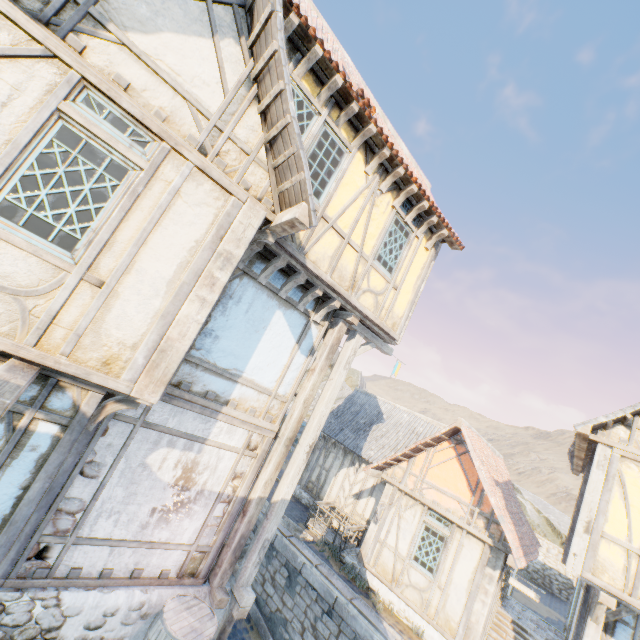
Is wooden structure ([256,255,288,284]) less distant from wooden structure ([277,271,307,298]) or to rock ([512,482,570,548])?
wooden structure ([277,271,307,298])

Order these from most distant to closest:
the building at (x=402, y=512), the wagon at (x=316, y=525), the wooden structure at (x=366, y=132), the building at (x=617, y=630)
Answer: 1. the wagon at (x=316, y=525)
2. the building at (x=402, y=512)
3. the building at (x=617, y=630)
4. the wooden structure at (x=366, y=132)

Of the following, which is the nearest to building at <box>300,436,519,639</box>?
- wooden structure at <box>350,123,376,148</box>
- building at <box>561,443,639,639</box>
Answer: building at <box>561,443,639,639</box>

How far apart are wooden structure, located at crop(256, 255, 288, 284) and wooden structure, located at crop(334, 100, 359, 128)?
2.6 meters

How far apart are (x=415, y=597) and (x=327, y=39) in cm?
1547

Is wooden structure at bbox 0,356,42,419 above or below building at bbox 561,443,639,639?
below

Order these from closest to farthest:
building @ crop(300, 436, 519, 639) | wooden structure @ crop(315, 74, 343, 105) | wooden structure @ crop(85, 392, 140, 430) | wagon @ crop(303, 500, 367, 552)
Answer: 1. wooden structure @ crop(85, 392, 140, 430)
2. wooden structure @ crop(315, 74, 343, 105)
3. building @ crop(300, 436, 519, 639)
4. wagon @ crop(303, 500, 367, 552)

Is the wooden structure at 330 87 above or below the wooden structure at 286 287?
above
